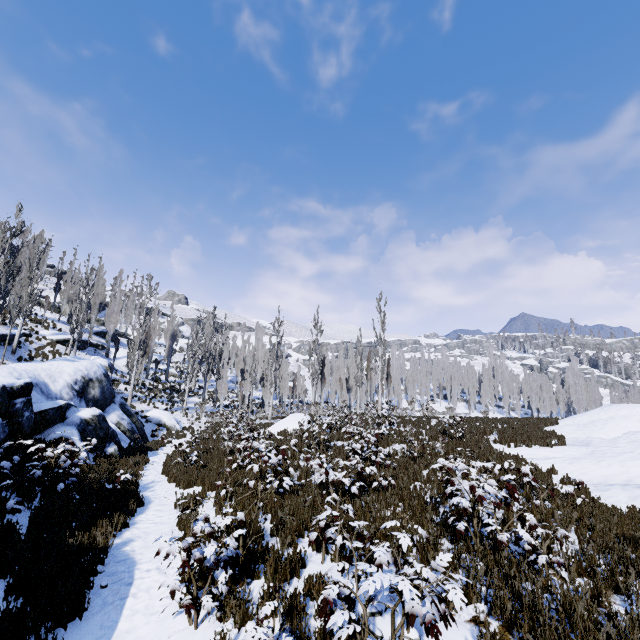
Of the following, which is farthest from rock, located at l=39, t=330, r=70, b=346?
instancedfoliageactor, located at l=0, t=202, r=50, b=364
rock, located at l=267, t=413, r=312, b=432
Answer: rock, located at l=267, t=413, r=312, b=432

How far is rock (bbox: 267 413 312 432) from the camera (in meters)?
20.43

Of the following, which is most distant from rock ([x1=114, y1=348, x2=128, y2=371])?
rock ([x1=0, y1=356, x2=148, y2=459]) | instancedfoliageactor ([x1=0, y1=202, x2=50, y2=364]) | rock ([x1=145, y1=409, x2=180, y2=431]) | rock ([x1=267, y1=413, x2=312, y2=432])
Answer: rock ([x1=267, y1=413, x2=312, y2=432])

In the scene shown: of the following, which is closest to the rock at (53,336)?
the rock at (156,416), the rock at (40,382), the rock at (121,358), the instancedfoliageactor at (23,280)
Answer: the instancedfoliageactor at (23,280)

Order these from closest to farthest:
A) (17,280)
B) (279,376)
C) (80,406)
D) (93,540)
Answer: (93,540), (80,406), (17,280), (279,376)

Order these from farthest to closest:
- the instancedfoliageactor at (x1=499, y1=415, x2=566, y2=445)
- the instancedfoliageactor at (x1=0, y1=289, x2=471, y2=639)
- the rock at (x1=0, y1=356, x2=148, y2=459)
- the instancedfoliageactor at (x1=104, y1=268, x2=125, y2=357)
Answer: the instancedfoliageactor at (x1=104, y1=268, x2=125, y2=357), the instancedfoliageactor at (x1=499, y1=415, x2=566, y2=445), the rock at (x1=0, y1=356, x2=148, y2=459), the instancedfoliageactor at (x1=0, y1=289, x2=471, y2=639)

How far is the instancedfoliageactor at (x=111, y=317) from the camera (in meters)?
37.50

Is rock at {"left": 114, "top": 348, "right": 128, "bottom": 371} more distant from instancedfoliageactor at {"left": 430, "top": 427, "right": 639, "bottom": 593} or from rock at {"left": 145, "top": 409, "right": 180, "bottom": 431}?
rock at {"left": 145, "top": 409, "right": 180, "bottom": 431}
